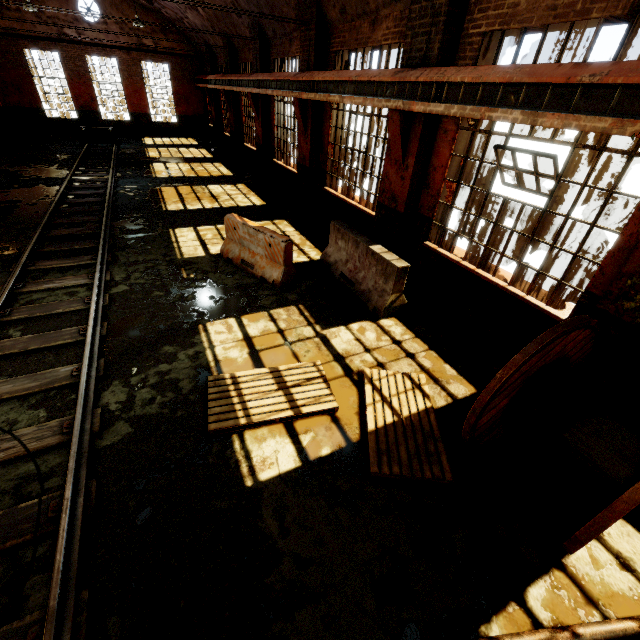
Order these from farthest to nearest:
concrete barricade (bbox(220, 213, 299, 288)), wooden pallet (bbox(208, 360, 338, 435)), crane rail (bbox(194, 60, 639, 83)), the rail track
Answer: concrete barricade (bbox(220, 213, 299, 288))
wooden pallet (bbox(208, 360, 338, 435))
crane rail (bbox(194, 60, 639, 83))
the rail track

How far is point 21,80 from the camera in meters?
19.9

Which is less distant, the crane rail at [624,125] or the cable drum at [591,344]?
the cable drum at [591,344]

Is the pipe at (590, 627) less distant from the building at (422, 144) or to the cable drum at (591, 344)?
the cable drum at (591, 344)

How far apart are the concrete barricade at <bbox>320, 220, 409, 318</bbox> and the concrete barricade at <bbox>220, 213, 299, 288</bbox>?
0.8m

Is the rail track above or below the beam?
below

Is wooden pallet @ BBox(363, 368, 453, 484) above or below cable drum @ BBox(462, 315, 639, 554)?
below

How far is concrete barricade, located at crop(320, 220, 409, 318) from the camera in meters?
6.1
